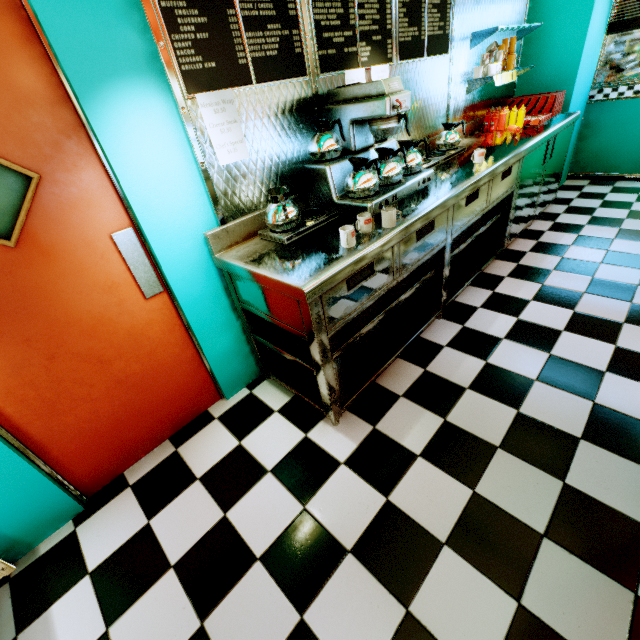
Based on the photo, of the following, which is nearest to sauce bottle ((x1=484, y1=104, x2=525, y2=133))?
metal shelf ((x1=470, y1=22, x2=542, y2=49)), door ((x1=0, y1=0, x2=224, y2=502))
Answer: metal shelf ((x1=470, y1=22, x2=542, y2=49))

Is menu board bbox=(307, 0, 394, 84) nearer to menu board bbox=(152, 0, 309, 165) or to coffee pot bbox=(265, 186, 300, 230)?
menu board bbox=(152, 0, 309, 165)

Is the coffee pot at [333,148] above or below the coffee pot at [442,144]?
above

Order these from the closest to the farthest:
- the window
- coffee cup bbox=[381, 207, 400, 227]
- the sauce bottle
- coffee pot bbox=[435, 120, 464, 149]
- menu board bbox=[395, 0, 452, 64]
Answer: coffee cup bbox=[381, 207, 400, 227]
menu board bbox=[395, 0, 452, 64]
coffee pot bbox=[435, 120, 464, 149]
the sauce bottle
the window

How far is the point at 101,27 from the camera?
1.4 meters

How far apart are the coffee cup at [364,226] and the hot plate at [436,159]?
1.00m

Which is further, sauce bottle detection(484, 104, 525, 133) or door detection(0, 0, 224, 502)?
sauce bottle detection(484, 104, 525, 133)

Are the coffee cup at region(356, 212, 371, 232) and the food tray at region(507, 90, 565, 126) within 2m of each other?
no
